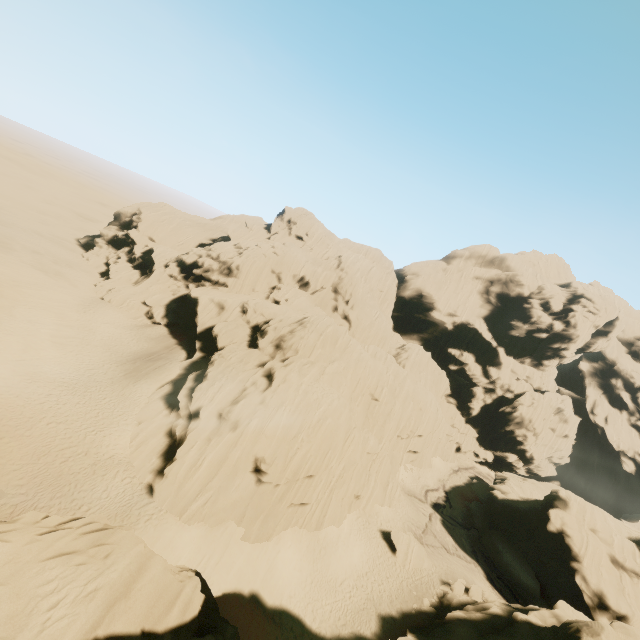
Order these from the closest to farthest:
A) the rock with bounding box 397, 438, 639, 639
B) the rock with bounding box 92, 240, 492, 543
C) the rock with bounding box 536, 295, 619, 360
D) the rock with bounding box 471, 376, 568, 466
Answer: the rock with bounding box 397, 438, 639, 639 → the rock with bounding box 92, 240, 492, 543 → the rock with bounding box 471, 376, 568, 466 → the rock with bounding box 536, 295, 619, 360

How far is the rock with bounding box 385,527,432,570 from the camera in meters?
31.1

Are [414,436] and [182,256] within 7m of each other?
no

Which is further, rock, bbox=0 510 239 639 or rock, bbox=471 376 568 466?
rock, bbox=471 376 568 466

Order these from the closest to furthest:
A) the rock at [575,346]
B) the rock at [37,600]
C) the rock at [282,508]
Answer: the rock at [37,600], the rock at [282,508], the rock at [575,346]

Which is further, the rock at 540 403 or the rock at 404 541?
the rock at 540 403
